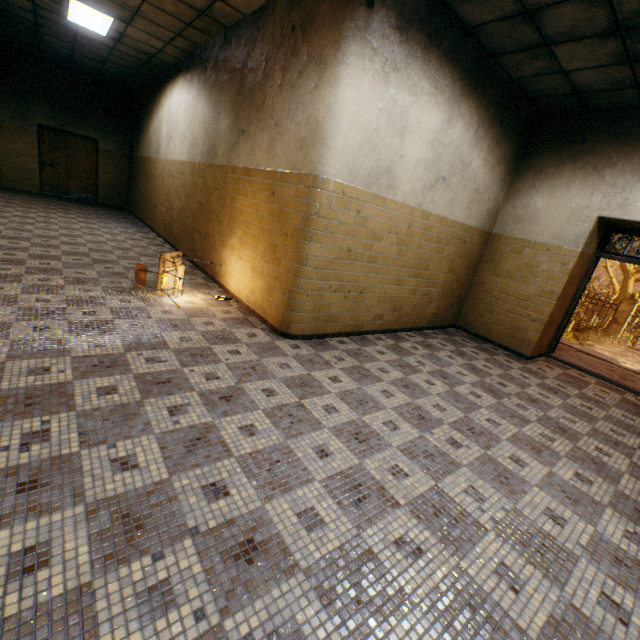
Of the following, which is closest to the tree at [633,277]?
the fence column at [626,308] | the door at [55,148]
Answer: the fence column at [626,308]

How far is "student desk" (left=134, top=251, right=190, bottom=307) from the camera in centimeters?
436cm

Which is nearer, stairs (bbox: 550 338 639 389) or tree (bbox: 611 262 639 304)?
stairs (bbox: 550 338 639 389)

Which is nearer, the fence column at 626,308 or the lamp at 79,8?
the lamp at 79,8

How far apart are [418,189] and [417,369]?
2.5m

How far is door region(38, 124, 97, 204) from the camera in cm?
1065

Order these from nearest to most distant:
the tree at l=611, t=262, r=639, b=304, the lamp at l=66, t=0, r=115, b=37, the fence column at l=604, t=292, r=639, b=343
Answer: the lamp at l=66, t=0, r=115, b=37
the fence column at l=604, t=292, r=639, b=343
the tree at l=611, t=262, r=639, b=304

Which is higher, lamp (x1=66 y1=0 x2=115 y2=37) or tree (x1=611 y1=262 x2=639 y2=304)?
lamp (x1=66 y1=0 x2=115 y2=37)
